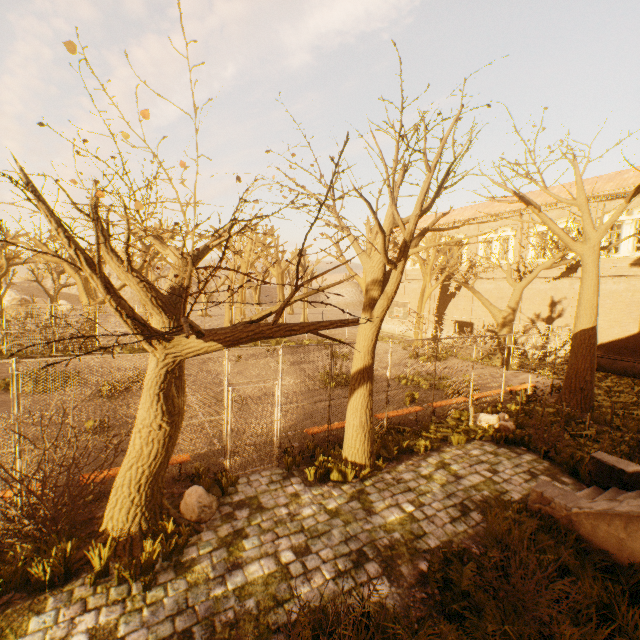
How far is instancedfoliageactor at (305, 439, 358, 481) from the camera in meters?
7.2

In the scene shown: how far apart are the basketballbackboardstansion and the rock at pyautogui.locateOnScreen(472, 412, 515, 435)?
A: 8.81m

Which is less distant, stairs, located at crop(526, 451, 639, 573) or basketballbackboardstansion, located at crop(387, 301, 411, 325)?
stairs, located at crop(526, 451, 639, 573)

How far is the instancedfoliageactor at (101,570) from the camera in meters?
4.4

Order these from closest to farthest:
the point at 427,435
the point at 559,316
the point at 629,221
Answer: the point at 427,435 < the point at 629,221 < the point at 559,316

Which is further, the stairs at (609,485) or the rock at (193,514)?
the rock at (193,514)

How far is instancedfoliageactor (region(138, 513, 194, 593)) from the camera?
4.3 meters

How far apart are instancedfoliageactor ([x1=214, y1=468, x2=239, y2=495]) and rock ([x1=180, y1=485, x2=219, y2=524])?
0.2 meters
